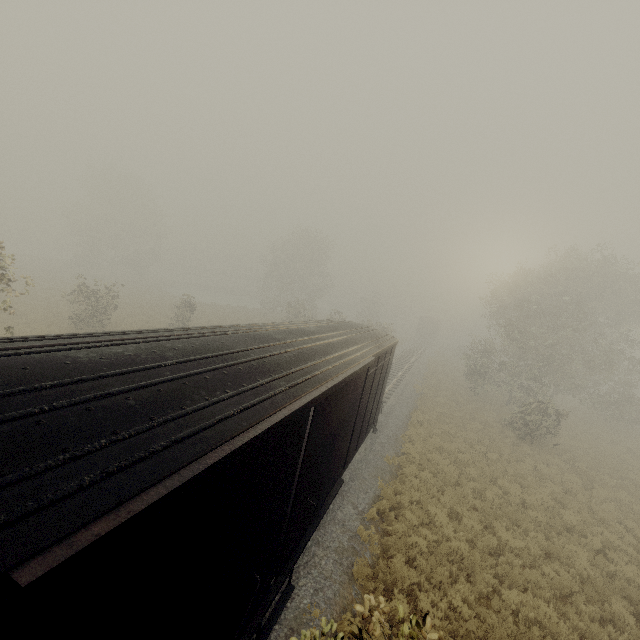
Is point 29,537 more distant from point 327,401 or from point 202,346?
point 327,401

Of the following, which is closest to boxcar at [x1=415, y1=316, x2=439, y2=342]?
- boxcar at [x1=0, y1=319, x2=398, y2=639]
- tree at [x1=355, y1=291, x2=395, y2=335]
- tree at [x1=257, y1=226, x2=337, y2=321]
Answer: tree at [x1=355, y1=291, x2=395, y2=335]

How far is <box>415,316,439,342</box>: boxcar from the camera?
57.5m

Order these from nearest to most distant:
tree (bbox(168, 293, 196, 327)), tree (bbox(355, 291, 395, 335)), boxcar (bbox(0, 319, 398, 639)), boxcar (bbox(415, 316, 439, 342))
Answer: boxcar (bbox(0, 319, 398, 639)), tree (bbox(168, 293, 196, 327)), tree (bbox(355, 291, 395, 335)), boxcar (bbox(415, 316, 439, 342))

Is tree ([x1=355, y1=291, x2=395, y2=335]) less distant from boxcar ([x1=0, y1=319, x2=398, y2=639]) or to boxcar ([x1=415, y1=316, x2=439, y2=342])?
boxcar ([x1=0, y1=319, x2=398, y2=639])

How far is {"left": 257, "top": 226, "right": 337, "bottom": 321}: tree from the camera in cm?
4453

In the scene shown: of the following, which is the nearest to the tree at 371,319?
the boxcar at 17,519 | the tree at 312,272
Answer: the boxcar at 17,519

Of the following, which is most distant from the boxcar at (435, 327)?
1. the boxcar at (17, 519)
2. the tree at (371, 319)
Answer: the boxcar at (17, 519)
